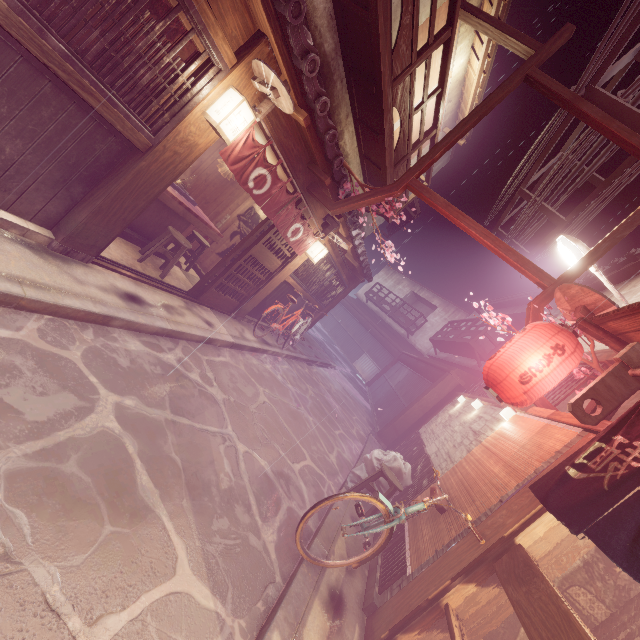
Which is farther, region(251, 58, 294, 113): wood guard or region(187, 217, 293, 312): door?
region(187, 217, 293, 312): door

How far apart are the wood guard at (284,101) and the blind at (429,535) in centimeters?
802cm

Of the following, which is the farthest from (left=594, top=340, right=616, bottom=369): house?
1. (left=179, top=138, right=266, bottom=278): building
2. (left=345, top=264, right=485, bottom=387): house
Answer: (left=345, top=264, right=485, bottom=387): house

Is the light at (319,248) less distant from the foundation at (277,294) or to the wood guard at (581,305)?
the foundation at (277,294)

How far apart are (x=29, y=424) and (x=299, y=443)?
7.4 meters

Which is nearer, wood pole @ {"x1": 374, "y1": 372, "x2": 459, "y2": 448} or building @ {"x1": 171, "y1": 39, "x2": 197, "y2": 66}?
building @ {"x1": 171, "y1": 39, "x2": 197, "y2": 66}

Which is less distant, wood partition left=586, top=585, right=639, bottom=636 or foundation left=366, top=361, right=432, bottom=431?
wood partition left=586, top=585, right=639, bottom=636

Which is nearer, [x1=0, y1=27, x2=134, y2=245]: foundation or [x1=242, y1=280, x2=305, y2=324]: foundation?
[x1=0, y1=27, x2=134, y2=245]: foundation
